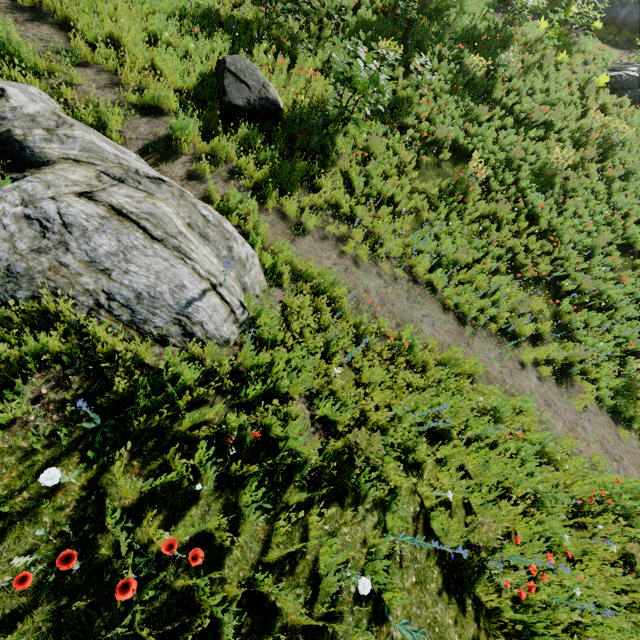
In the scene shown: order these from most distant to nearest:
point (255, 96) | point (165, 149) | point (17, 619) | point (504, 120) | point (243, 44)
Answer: point (504, 120)
point (243, 44)
point (255, 96)
point (165, 149)
point (17, 619)

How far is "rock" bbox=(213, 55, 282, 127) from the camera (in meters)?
6.43

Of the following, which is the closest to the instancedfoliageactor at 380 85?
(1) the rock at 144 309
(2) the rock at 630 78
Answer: (1) the rock at 144 309

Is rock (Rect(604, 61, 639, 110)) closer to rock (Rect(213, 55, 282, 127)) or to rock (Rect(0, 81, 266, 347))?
rock (Rect(213, 55, 282, 127))

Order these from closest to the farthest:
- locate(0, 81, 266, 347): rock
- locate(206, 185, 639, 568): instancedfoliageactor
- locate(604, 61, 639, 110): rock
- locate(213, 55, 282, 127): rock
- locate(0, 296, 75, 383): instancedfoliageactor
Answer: locate(0, 296, 75, 383): instancedfoliageactor → locate(0, 81, 266, 347): rock → locate(206, 185, 639, 568): instancedfoliageactor → locate(213, 55, 282, 127): rock → locate(604, 61, 639, 110): rock

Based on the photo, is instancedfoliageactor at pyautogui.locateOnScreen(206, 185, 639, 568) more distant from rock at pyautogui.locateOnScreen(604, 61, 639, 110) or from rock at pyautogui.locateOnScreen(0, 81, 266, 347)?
rock at pyautogui.locateOnScreen(604, 61, 639, 110)

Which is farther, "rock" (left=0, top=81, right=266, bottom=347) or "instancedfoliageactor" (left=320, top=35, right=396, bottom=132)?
"instancedfoliageactor" (left=320, top=35, right=396, bottom=132)

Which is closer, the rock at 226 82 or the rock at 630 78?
the rock at 226 82
